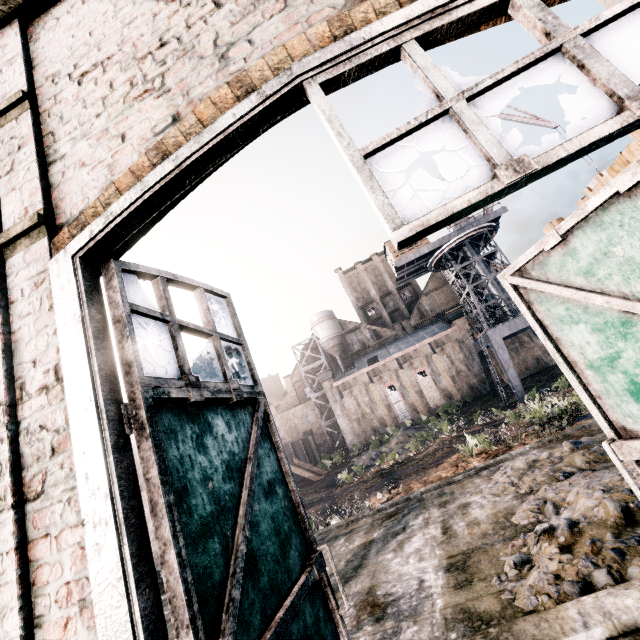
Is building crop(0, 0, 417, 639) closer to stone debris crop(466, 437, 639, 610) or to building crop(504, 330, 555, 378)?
stone debris crop(466, 437, 639, 610)

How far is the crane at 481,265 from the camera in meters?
32.7

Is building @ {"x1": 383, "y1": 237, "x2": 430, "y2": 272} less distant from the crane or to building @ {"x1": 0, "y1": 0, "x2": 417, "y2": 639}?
the crane

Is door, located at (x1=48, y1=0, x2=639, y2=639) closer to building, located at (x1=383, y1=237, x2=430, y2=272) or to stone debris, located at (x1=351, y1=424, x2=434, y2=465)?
stone debris, located at (x1=351, y1=424, x2=434, y2=465)

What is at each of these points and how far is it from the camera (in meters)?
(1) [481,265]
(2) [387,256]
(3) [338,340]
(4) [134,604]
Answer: (1) crane, 36.41
(2) building, 42.44
(3) silo, 55.78
(4) door, 1.61

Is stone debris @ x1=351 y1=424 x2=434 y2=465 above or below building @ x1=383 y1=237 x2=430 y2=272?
below

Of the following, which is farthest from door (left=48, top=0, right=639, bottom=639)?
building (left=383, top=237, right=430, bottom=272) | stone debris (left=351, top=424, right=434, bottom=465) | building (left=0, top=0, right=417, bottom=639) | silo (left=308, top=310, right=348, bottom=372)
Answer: silo (left=308, top=310, right=348, bottom=372)

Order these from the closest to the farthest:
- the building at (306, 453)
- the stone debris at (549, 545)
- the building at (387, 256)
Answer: the stone debris at (549, 545)
the building at (387, 256)
the building at (306, 453)
